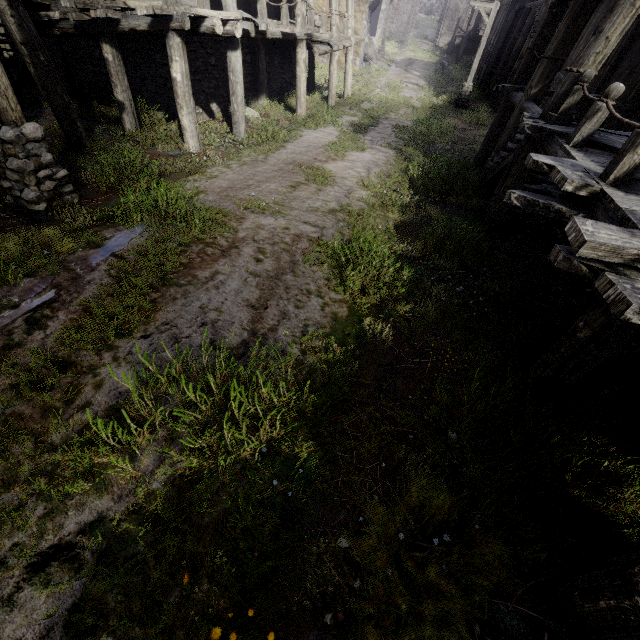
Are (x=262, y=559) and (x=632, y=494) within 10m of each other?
yes

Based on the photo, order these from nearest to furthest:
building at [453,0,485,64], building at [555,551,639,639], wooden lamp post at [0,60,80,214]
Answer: building at [555,551,639,639], wooden lamp post at [0,60,80,214], building at [453,0,485,64]

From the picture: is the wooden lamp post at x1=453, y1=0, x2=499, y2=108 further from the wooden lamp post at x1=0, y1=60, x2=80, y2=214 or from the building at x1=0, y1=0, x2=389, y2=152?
the wooden lamp post at x1=0, y1=60, x2=80, y2=214

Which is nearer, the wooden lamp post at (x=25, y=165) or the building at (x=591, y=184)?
the building at (x=591, y=184)

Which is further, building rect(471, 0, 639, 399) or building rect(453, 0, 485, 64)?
building rect(453, 0, 485, 64)

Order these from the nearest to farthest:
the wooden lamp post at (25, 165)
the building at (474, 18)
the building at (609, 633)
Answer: the building at (609, 633) < the wooden lamp post at (25, 165) < the building at (474, 18)

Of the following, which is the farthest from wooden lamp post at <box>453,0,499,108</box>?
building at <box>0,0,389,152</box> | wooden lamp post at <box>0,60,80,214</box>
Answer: wooden lamp post at <box>0,60,80,214</box>
